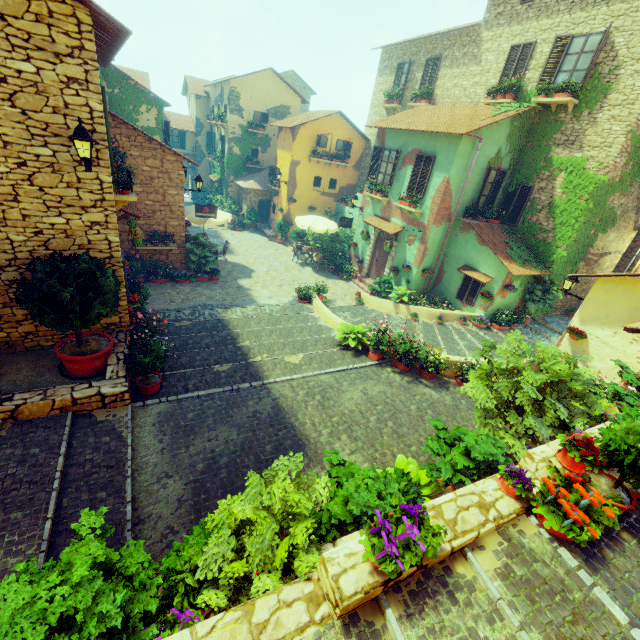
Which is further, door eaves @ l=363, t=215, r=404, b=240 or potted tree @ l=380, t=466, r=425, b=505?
door eaves @ l=363, t=215, r=404, b=240

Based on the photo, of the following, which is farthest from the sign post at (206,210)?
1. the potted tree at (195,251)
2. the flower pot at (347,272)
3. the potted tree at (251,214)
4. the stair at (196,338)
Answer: the potted tree at (251,214)

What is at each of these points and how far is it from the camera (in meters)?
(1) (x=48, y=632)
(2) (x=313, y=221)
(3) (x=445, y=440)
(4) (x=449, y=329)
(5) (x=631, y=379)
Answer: (1) potted tree, 2.41
(2) table, 17.69
(3) flower pot, 6.12
(4) stair, 13.08
(5) flower pot, 5.94

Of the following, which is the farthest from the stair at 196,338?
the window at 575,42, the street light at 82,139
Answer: the window at 575,42

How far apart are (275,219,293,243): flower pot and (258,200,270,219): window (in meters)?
3.04

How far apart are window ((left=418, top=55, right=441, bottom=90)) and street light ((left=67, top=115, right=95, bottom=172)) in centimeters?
1776cm

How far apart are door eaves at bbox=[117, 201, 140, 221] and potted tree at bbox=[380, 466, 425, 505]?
9.6m

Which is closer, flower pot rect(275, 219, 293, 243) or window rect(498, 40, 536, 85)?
window rect(498, 40, 536, 85)
